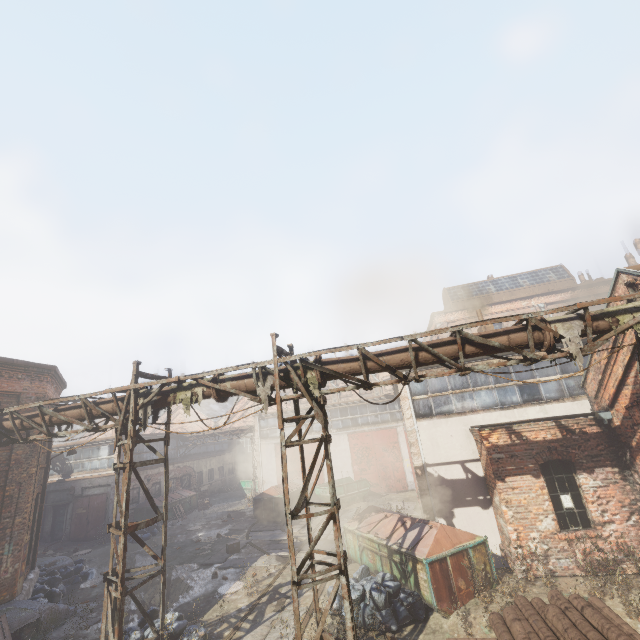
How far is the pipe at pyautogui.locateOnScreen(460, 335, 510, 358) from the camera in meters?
6.8 m

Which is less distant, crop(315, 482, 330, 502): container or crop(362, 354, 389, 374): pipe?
crop(362, 354, 389, 374): pipe

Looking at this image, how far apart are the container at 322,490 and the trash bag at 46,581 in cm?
1263

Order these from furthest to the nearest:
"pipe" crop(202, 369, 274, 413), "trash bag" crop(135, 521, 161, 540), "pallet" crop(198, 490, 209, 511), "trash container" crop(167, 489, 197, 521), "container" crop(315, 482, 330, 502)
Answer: "pallet" crop(198, 490, 209, 511), "trash container" crop(167, 489, 197, 521), "container" crop(315, 482, 330, 502), "trash bag" crop(135, 521, 161, 540), "pipe" crop(202, 369, 274, 413)

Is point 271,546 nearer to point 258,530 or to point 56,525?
point 258,530

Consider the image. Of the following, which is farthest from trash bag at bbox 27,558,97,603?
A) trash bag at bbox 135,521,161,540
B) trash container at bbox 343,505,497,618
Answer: trash container at bbox 343,505,497,618

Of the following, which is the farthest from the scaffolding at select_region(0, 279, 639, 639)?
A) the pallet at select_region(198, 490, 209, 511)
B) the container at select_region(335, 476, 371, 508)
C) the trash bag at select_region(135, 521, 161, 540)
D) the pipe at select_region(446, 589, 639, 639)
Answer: the pallet at select_region(198, 490, 209, 511)
